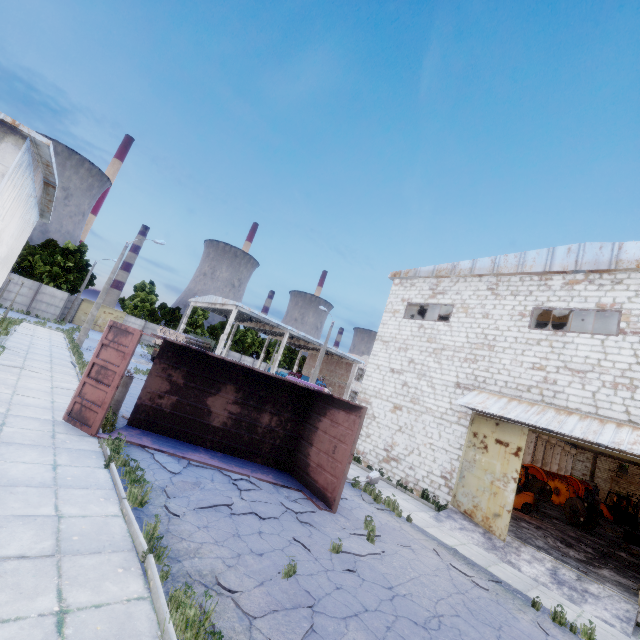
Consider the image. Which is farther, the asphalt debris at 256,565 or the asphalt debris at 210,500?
the asphalt debris at 210,500

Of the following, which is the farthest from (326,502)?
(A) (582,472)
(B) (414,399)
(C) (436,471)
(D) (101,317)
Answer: (A) (582,472)

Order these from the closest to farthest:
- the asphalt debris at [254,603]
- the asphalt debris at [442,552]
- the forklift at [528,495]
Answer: the asphalt debris at [254,603] → the asphalt debris at [442,552] → the forklift at [528,495]

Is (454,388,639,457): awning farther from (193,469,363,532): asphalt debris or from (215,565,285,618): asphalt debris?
(215,565,285,618): asphalt debris

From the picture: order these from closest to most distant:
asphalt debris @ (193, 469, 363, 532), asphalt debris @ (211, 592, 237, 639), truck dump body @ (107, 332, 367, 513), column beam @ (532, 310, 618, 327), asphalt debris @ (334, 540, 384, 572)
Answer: asphalt debris @ (211, 592, 237, 639)
asphalt debris @ (334, 540, 384, 572)
asphalt debris @ (193, 469, 363, 532)
truck dump body @ (107, 332, 367, 513)
column beam @ (532, 310, 618, 327)

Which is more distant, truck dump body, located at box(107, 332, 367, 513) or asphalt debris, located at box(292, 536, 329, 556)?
truck dump body, located at box(107, 332, 367, 513)

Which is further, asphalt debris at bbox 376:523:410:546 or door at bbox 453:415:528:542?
door at bbox 453:415:528:542

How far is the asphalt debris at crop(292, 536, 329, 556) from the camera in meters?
6.7
